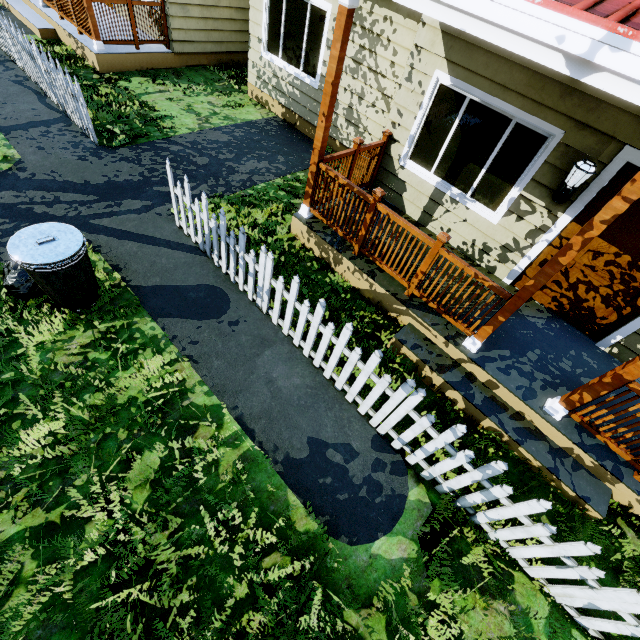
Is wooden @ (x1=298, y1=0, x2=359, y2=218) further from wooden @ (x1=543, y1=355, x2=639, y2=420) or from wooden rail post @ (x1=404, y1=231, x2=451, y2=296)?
wooden @ (x1=543, y1=355, x2=639, y2=420)

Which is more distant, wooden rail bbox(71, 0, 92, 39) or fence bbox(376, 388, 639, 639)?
wooden rail bbox(71, 0, 92, 39)

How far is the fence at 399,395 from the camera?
3.5m

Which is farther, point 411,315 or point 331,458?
point 411,315

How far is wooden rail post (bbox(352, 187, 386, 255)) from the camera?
4.2m

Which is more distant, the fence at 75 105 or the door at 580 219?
the fence at 75 105

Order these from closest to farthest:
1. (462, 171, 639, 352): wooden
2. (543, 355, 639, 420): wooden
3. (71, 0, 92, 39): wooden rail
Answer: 1. (462, 171, 639, 352): wooden
2. (543, 355, 639, 420): wooden
3. (71, 0, 92, 39): wooden rail

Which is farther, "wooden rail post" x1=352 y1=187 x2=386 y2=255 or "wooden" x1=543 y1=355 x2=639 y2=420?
"wooden rail post" x1=352 y1=187 x2=386 y2=255
